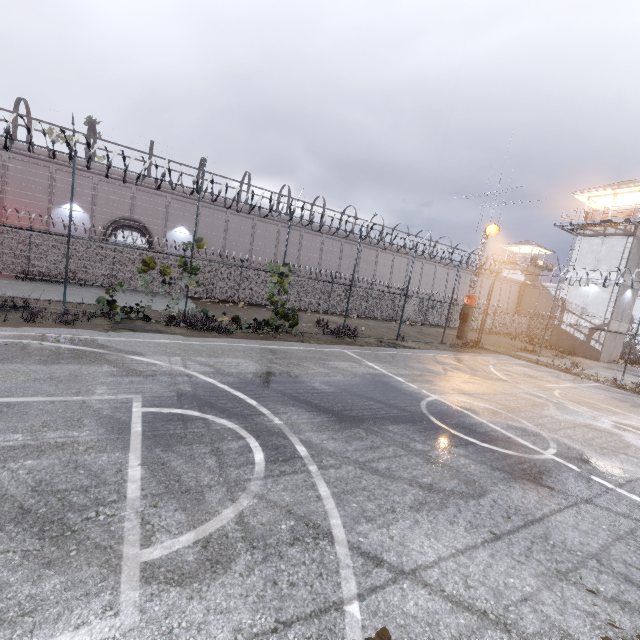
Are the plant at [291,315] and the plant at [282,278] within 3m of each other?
yes

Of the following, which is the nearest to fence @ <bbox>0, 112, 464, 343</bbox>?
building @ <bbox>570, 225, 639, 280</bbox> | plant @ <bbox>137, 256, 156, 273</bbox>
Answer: plant @ <bbox>137, 256, 156, 273</bbox>

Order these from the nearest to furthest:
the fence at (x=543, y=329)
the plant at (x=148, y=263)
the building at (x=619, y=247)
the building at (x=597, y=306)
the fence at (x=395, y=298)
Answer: the fence at (x=395, y=298)
the plant at (x=148, y=263)
the fence at (x=543, y=329)
the building at (x=619, y=247)
the building at (x=597, y=306)

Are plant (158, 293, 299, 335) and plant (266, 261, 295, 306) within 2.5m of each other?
yes

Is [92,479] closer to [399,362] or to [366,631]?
[366,631]

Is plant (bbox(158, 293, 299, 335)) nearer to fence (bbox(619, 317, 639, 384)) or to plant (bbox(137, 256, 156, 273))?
fence (bbox(619, 317, 639, 384))

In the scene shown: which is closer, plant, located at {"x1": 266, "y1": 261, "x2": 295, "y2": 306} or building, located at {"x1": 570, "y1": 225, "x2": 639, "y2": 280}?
plant, located at {"x1": 266, "y1": 261, "x2": 295, "y2": 306}

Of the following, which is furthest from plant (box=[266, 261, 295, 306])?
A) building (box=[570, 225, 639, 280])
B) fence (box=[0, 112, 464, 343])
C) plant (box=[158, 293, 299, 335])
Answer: building (box=[570, 225, 639, 280])
